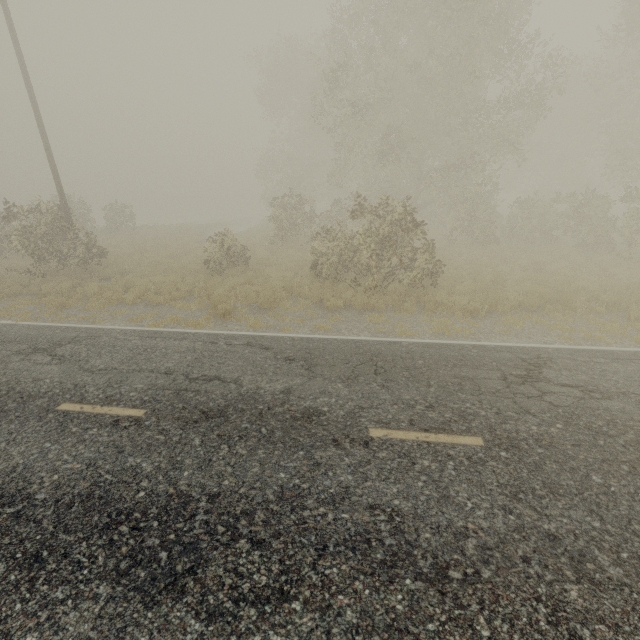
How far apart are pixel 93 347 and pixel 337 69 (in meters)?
15.51
